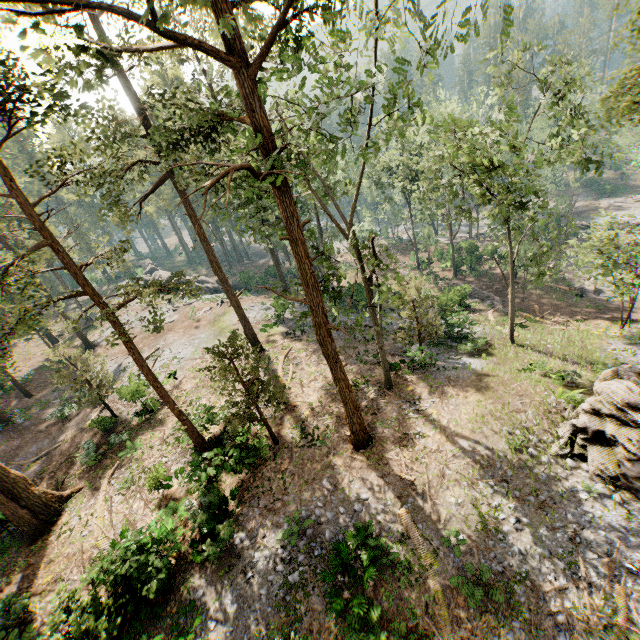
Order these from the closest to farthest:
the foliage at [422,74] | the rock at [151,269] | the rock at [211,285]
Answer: the foliage at [422,74] < the rock at [211,285] < the rock at [151,269]

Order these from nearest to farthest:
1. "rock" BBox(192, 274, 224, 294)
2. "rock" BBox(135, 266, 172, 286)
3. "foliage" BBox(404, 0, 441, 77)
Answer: "foliage" BBox(404, 0, 441, 77), "rock" BBox(192, 274, 224, 294), "rock" BBox(135, 266, 172, 286)

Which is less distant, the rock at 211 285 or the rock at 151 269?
the rock at 211 285

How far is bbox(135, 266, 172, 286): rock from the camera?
49.9 meters

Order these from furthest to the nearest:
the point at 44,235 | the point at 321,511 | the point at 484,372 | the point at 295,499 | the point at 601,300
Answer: the point at 601,300 → the point at 484,372 → the point at 295,499 → the point at 321,511 → the point at 44,235

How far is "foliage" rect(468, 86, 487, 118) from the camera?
16.46m

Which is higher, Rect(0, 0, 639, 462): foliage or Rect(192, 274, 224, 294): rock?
Rect(0, 0, 639, 462): foliage

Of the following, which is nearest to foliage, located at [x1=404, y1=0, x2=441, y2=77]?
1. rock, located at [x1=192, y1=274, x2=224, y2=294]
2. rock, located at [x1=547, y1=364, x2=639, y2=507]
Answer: rock, located at [x1=547, y1=364, x2=639, y2=507]
